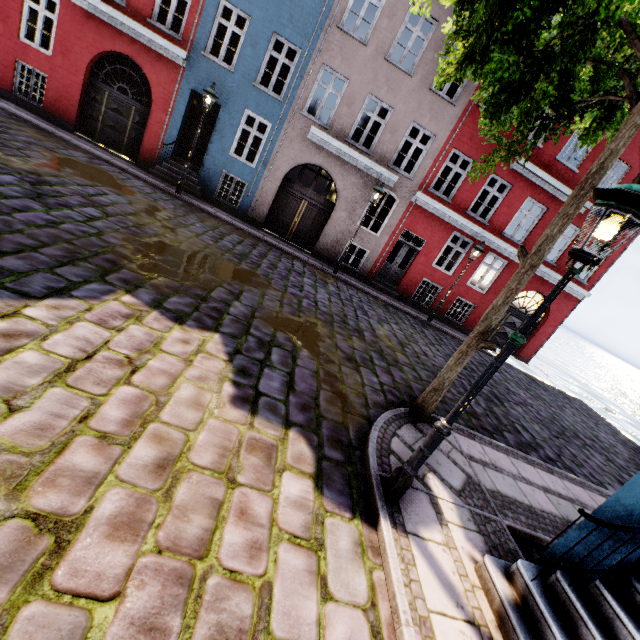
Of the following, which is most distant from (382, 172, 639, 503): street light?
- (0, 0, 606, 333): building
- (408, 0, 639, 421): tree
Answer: (408, 0, 639, 421): tree

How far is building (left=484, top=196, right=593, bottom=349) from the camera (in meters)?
14.45

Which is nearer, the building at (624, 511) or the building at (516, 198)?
the building at (624, 511)

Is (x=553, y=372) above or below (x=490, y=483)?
below

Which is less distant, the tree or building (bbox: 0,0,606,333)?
the tree

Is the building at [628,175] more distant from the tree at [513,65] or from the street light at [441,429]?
the tree at [513,65]

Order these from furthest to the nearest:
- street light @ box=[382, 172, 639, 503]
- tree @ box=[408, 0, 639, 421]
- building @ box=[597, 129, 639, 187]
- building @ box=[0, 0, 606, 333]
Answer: building @ box=[597, 129, 639, 187] → building @ box=[0, 0, 606, 333] → tree @ box=[408, 0, 639, 421] → street light @ box=[382, 172, 639, 503]
